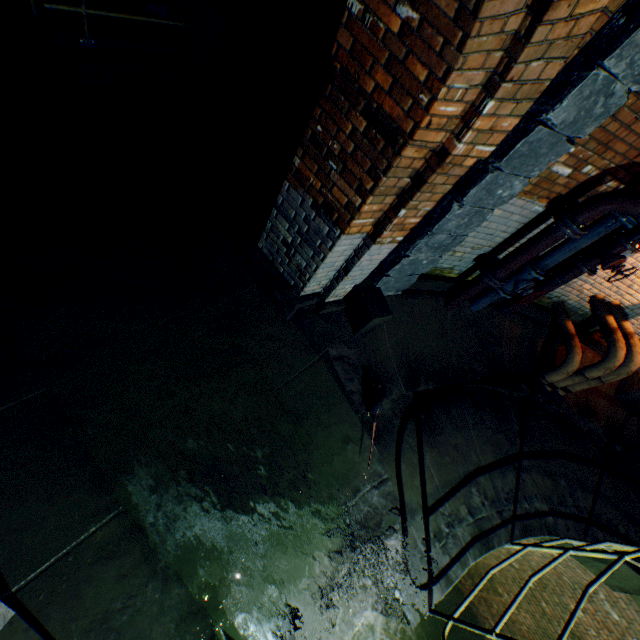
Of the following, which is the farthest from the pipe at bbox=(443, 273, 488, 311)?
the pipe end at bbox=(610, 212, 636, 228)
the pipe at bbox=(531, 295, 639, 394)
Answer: the pipe at bbox=(531, 295, 639, 394)

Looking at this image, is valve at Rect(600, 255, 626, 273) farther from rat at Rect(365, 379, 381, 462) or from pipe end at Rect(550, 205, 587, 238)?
rat at Rect(365, 379, 381, 462)

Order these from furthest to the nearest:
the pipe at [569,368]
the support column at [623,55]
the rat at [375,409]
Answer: the pipe at [569,368] < the rat at [375,409] < the support column at [623,55]

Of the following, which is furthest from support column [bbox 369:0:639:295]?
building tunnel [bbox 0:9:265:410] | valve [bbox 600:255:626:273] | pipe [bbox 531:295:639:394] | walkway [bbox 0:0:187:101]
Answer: walkway [bbox 0:0:187:101]

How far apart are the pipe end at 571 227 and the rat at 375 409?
1.9 meters

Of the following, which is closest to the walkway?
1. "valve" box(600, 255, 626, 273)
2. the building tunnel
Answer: the building tunnel

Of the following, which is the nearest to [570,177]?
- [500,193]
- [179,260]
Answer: [500,193]

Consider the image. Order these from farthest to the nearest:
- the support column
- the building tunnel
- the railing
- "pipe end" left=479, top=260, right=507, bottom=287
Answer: "pipe end" left=479, top=260, right=507, bottom=287
the building tunnel
the railing
the support column
